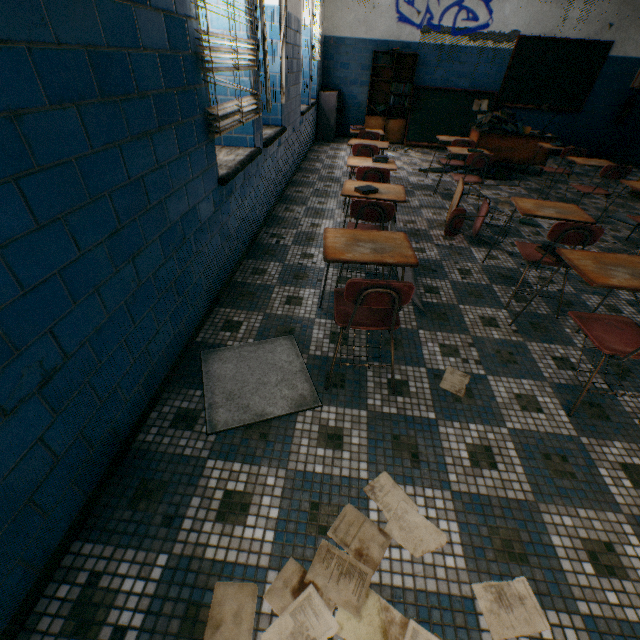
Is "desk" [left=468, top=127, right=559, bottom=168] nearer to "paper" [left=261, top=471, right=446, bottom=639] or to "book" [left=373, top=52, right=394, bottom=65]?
"book" [left=373, top=52, right=394, bottom=65]

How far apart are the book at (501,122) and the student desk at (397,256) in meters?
5.2 m

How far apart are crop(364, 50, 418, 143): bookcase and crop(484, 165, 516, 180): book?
1.7m

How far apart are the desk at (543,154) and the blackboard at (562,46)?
1.2m

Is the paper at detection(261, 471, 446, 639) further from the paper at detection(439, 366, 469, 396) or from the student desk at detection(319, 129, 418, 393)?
the student desk at detection(319, 129, 418, 393)

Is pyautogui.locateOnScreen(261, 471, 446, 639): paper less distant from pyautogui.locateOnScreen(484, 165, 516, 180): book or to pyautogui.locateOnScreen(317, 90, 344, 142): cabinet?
pyautogui.locateOnScreen(484, 165, 516, 180): book

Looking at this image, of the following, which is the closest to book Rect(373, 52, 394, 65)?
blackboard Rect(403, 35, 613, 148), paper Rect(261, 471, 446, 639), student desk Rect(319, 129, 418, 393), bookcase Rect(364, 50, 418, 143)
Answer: bookcase Rect(364, 50, 418, 143)

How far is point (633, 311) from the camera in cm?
284
